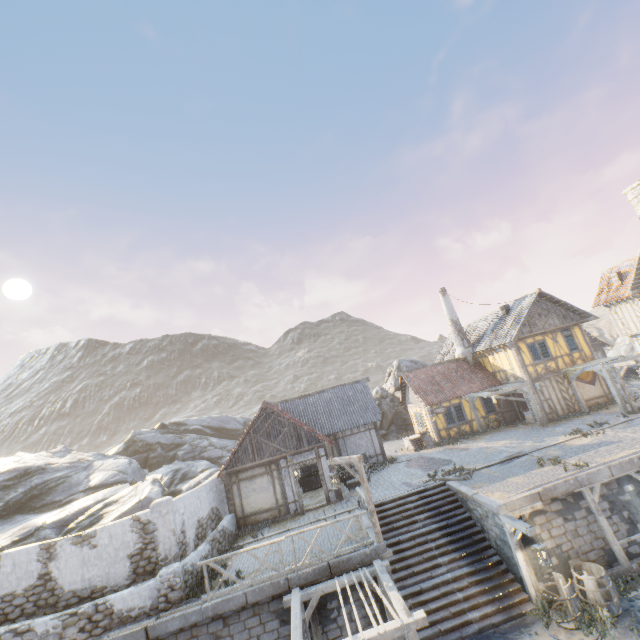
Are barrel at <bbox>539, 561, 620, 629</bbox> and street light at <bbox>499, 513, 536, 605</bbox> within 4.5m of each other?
yes

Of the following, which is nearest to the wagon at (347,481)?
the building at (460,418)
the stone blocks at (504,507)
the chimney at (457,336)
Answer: the stone blocks at (504,507)

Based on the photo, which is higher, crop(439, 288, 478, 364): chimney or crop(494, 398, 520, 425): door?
crop(439, 288, 478, 364): chimney

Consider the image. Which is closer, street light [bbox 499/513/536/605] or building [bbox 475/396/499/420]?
street light [bbox 499/513/536/605]

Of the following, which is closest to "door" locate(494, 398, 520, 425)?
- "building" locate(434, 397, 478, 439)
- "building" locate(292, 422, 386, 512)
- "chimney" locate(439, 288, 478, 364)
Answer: "building" locate(434, 397, 478, 439)

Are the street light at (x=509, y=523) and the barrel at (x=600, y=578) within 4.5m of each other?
yes

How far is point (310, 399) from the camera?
24.8m

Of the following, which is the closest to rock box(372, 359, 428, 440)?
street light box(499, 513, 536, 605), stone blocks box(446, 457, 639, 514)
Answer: stone blocks box(446, 457, 639, 514)
